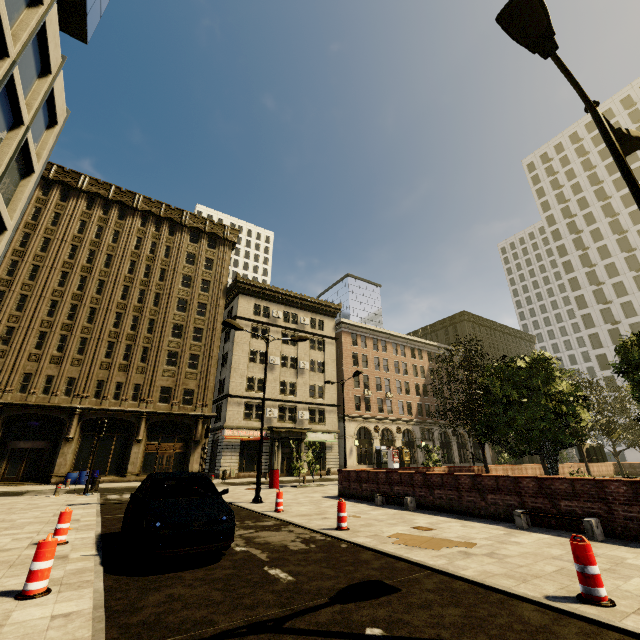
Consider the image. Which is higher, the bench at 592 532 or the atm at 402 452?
the atm at 402 452

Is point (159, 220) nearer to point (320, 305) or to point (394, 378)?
→ point (320, 305)

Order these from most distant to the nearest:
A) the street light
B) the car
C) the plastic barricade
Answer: the car < the street light < the plastic barricade

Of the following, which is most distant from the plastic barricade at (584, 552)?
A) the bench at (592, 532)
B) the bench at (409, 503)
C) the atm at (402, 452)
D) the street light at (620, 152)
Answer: the atm at (402, 452)

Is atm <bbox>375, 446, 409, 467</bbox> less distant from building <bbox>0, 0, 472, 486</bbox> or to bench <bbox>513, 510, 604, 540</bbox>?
building <bbox>0, 0, 472, 486</bbox>

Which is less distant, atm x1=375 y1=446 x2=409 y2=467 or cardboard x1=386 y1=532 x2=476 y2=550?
cardboard x1=386 y1=532 x2=476 y2=550

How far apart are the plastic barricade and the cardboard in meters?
2.5 m

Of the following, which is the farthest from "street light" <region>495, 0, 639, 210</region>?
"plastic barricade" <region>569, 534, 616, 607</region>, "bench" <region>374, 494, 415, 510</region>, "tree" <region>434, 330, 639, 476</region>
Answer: "bench" <region>374, 494, 415, 510</region>
